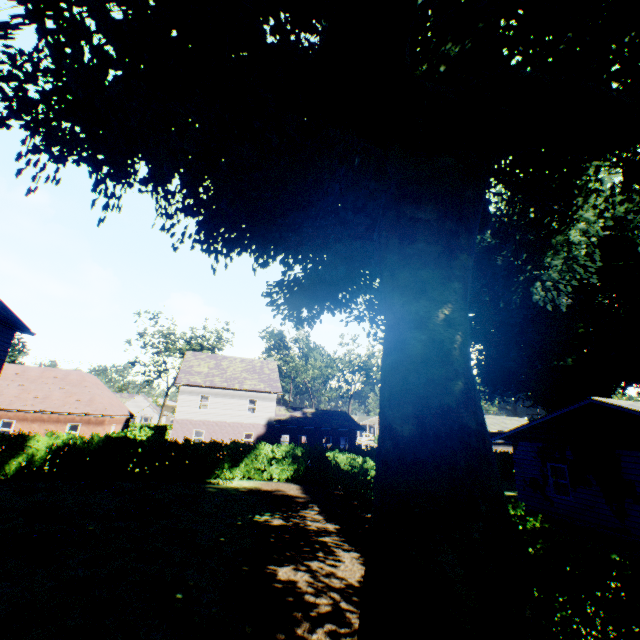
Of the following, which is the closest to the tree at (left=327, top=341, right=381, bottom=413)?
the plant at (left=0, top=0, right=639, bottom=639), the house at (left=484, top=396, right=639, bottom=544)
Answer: the plant at (left=0, top=0, right=639, bottom=639)

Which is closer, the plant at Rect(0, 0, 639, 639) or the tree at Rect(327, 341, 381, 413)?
the plant at Rect(0, 0, 639, 639)

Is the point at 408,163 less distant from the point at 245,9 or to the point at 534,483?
the point at 245,9

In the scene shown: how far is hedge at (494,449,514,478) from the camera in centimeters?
2961cm

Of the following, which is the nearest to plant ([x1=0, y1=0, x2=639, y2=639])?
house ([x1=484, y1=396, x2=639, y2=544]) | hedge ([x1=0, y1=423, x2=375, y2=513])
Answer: house ([x1=484, y1=396, x2=639, y2=544])

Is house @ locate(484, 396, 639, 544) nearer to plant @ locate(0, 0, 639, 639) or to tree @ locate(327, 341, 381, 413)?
plant @ locate(0, 0, 639, 639)

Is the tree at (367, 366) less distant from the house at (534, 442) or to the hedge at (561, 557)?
the hedge at (561, 557)

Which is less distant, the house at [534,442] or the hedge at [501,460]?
the house at [534,442]
